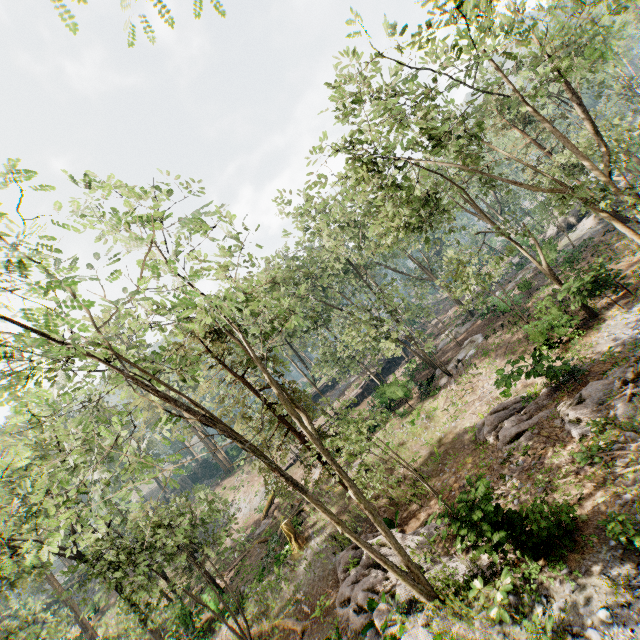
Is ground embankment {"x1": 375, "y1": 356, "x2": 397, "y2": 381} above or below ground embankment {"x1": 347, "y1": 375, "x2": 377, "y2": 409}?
below

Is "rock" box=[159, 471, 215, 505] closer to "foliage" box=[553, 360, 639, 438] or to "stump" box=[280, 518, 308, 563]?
"foliage" box=[553, 360, 639, 438]

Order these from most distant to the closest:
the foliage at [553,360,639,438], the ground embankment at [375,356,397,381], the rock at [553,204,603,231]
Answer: the ground embankment at [375,356,397,381] → the rock at [553,204,603,231] → the foliage at [553,360,639,438]

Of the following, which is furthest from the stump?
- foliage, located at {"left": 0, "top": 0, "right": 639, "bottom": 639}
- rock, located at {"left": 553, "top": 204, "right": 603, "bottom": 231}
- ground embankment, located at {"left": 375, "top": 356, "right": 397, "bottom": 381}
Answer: rock, located at {"left": 553, "top": 204, "right": 603, "bottom": 231}

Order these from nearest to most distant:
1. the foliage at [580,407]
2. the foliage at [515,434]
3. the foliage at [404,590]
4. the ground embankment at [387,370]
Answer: the foliage at [404,590] < the foliage at [580,407] < the foliage at [515,434] < the ground embankment at [387,370]

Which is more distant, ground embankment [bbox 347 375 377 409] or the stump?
ground embankment [bbox 347 375 377 409]

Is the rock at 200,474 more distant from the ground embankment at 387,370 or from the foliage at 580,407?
the ground embankment at 387,370

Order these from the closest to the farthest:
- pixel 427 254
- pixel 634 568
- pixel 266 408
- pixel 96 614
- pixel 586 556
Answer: pixel 634 568 < pixel 586 556 < pixel 266 408 < pixel 96 614 < pixel 427 254
